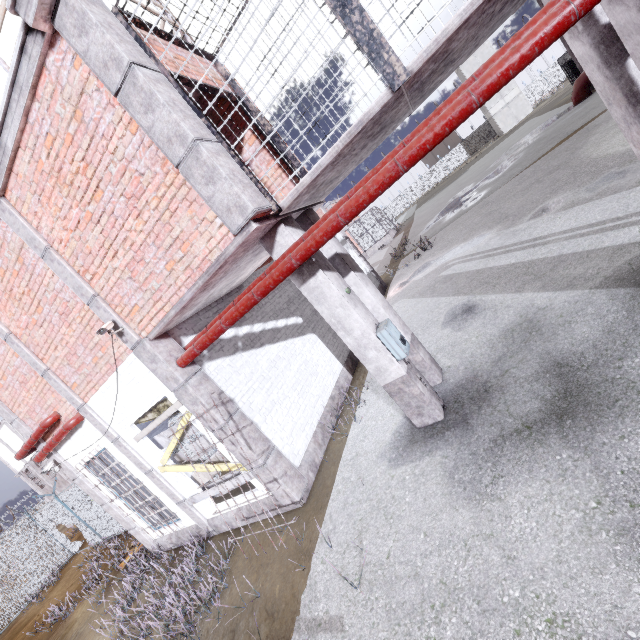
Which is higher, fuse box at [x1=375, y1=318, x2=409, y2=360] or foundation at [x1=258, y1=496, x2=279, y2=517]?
fuse box at [x1=375, y1=318, x2=409, y2=360]

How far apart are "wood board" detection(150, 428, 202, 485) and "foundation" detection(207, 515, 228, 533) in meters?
0.3

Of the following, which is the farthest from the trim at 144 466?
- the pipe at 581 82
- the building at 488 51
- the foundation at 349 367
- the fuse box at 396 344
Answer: the building at 488 51

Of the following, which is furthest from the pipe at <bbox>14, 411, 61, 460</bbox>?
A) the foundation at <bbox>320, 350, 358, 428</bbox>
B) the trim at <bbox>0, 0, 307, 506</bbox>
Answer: the foundation at <bbox>320, 350, 358, 428</bbox>

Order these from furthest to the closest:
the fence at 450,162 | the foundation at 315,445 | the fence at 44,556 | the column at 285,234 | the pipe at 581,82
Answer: the fence at 450,162, the pipe at 581,82, the fence at 44,556, the foundation at 315,445, the column at 285,234

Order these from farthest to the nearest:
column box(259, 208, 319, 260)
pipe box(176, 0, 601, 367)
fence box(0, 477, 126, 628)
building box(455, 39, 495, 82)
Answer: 1. building box(455, 39, 495, 82)
2. fence box(0, 477, 126, 628)
3. column box(259, 208, 319, 260)
4. pipe box(176, 0, 601, 367)

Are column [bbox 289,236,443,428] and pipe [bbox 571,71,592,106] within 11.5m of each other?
no

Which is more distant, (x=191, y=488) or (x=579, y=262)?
(x=191, y=488)
